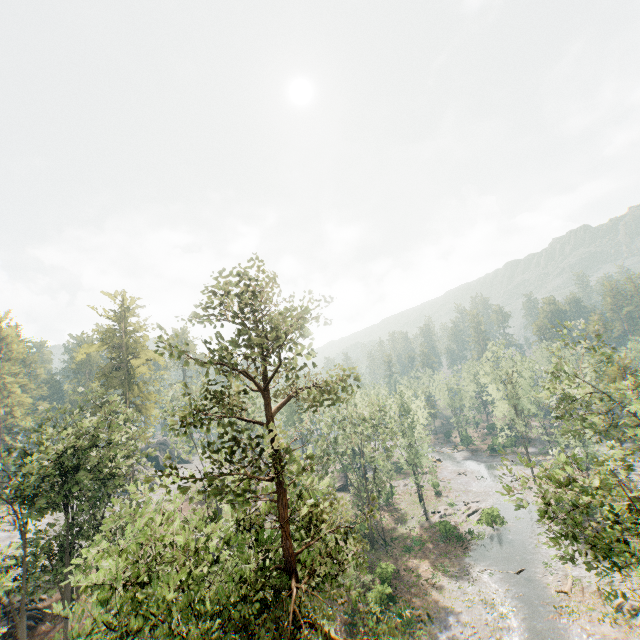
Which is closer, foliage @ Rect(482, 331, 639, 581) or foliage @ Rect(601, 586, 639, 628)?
foliage @ Rect(601, 586, 639, 628)

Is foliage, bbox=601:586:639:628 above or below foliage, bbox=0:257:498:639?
below

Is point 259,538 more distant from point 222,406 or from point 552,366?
point 552,366

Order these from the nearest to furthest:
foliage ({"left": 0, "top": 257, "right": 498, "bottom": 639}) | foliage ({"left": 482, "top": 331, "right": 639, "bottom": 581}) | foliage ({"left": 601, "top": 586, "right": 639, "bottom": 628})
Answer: foliage ({"left": 0, "top": 257, "right": 498, "bottom": 639}), foliage ({"left": 601, "top": 586, "right": 639, "bottom": 628}), foliage ({"left": 482, "top": 331, "right": 639, "bottom": 581})

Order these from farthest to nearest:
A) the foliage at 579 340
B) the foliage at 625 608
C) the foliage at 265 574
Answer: the foliage at 579 340 < the foliage at 625 608 < the foliage at 265 574

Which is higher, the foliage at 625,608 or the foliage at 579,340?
the foliage at 579,340
